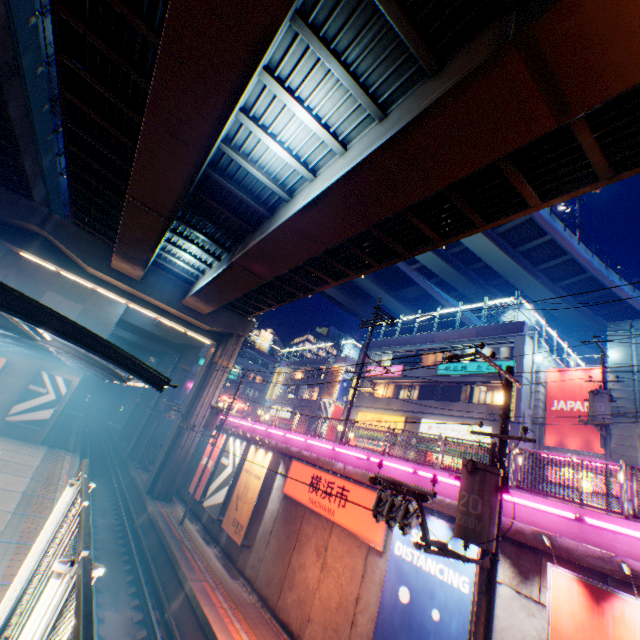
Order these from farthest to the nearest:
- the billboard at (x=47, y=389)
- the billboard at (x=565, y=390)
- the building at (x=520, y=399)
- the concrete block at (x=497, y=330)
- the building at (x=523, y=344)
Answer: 1. the billboard at (x=47, y=389)
2. the concrete block at (x=497, y=330)
3. the building at (x=523, y=344)
4. the building at (x=520, y=399)
5. the billboard at (x=565, y=390)

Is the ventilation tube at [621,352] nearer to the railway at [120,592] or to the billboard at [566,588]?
the billboard at [566,588]

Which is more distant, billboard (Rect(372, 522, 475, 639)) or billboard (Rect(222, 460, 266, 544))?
billboard (Rect(222, 460, 266, 544))

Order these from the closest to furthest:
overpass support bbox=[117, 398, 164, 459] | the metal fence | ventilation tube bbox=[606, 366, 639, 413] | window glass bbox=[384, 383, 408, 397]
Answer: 1. the metal fence
2. ventilation tube bbox=[606, 366, 639, 413]
3. window glass bbox=[384, 383, 408, 397]
4. overpass support bbox=[117, 398, 164, 459]

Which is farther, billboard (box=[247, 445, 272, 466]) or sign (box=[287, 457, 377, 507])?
billboard (box=[247, 445, 272, 466])

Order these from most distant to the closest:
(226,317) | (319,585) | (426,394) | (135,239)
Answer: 1. (226,317)
2. (426,394)
3. (135,239)
4. (319,585)

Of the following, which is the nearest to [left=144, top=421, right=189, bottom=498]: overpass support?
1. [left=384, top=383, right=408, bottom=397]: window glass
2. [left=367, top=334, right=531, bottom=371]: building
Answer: [left=367, top=334, right=531, bottom=371]: building

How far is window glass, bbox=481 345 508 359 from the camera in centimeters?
2269cm
